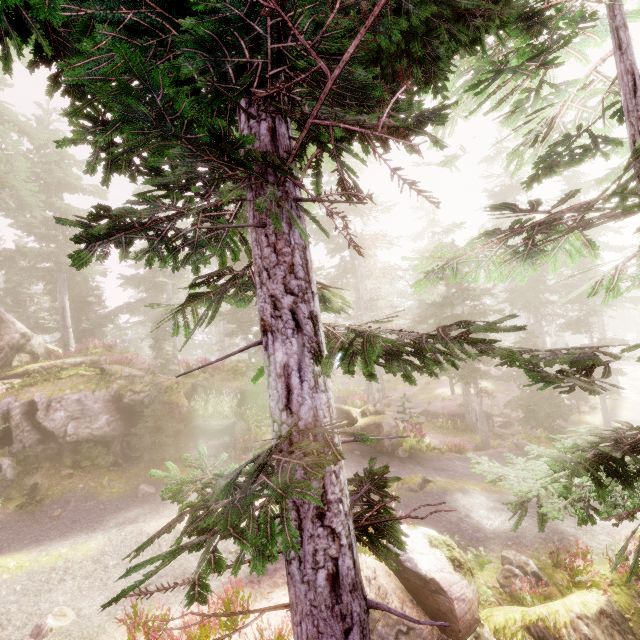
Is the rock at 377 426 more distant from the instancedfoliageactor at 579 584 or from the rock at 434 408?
the rock at 434 408

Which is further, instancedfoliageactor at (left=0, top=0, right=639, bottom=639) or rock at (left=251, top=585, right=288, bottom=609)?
rock at (left=251, top=585, right=288, bottom=609)

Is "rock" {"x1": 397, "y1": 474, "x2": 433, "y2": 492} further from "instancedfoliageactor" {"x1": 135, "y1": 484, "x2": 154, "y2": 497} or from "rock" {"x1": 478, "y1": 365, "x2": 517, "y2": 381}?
"rock" {"x1": 478, "y1": 365, "x2": 517, "y2": 381}

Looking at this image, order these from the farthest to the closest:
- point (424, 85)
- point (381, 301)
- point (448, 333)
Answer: point (381, 301), point (424, 85), point (448, 333)

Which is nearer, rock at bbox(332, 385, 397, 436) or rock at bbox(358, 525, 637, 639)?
rock at bbox(358, 525, 637, 639)

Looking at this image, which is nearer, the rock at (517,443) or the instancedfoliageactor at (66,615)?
the instancedfoliageactor at (66,615)

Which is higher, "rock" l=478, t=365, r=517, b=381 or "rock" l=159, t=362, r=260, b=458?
"rock" l=159, t=362, r=260, b=458

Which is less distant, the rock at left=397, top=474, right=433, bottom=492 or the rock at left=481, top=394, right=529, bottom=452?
the rock at left=397, top=474, right=433, bottom=492
